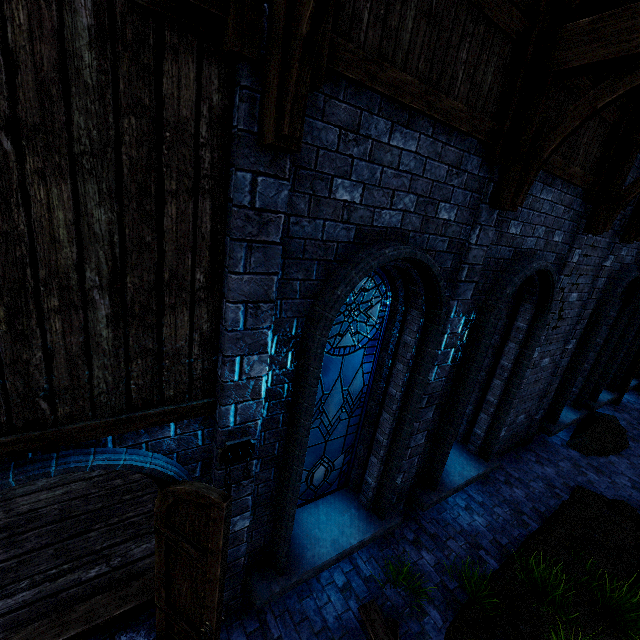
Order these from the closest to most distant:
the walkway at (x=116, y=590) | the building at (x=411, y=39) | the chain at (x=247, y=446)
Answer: the building at (x=411, y=39), the chain at (x=247, y=446), the walkway at (x=116, y=590)

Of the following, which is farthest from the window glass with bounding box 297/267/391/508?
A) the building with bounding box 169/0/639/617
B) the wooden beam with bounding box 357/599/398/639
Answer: the wooden beam with bounding box 357/599/398/639

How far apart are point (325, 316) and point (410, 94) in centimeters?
204cm

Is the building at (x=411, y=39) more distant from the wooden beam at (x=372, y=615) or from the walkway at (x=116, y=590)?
the wooden beam at (x=372, y=615)

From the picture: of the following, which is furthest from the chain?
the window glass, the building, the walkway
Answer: the walkway

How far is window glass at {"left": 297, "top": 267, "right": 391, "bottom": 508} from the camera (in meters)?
3.97

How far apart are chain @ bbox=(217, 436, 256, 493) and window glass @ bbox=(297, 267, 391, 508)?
0.8 meters

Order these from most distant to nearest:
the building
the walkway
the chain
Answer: the walkway → the chain → the building
